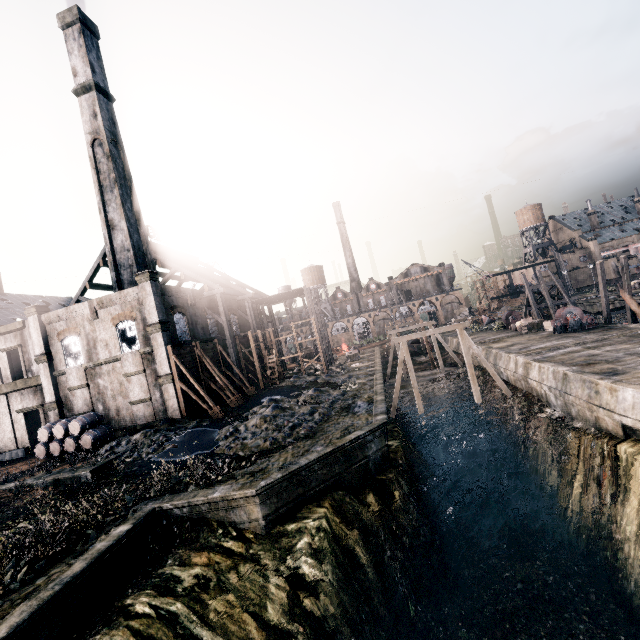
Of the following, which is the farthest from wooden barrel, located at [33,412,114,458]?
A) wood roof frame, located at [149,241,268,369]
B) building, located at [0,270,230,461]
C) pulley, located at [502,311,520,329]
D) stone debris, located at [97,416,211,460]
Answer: pulley, located at [502,311,520,329]

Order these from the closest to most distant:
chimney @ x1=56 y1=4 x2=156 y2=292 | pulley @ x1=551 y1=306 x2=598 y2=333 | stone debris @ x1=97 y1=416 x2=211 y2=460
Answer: stone debris @ x1=97 y1=416 x2=211 y2=460 < pulley @ x1=551 y1=306 x2=598 y2=333 < chimney @ x1=56 y1=4 x2=156 y2=292

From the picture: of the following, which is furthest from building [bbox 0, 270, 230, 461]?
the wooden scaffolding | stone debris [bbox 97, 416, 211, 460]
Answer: the wooden scaffolding

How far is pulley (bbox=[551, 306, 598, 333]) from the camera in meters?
31.7 m

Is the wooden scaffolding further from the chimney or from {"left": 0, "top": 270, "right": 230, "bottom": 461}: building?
the chimney

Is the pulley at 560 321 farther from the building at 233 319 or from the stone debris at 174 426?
the stone debris at 174 426

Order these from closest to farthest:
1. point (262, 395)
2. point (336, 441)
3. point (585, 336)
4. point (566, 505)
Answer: point (336, 441), point (566, 505), point (585, 336), point (262, 395)

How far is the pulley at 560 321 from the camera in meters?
31.7 m
